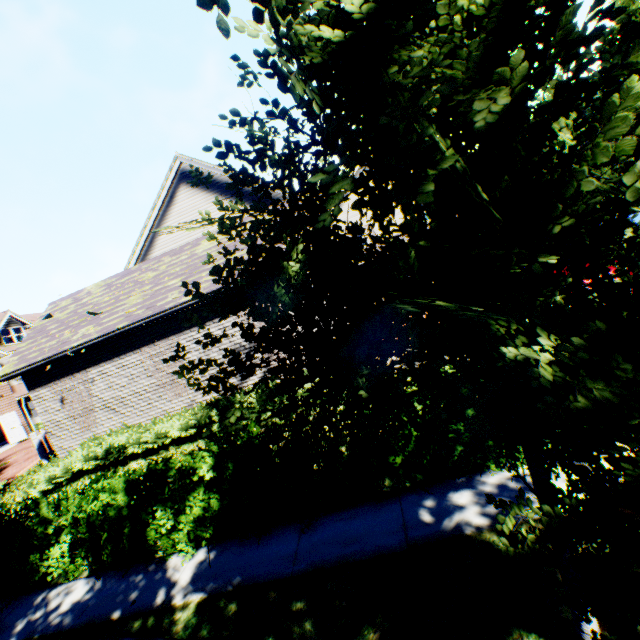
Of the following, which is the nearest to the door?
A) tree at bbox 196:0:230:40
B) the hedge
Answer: tree at bbox 196:0:230:40

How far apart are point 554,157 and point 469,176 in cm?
138

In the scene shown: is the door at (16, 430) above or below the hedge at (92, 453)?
above

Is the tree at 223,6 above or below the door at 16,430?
above

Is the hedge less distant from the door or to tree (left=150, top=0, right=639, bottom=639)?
tree (left=150, top=0, right=639, bottom=639)

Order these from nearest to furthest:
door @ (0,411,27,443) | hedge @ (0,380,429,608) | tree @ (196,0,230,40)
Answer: tree @ (196,0,230,40)
hedge @ (0,380,429,608)
door @ (0,411,27,443)
